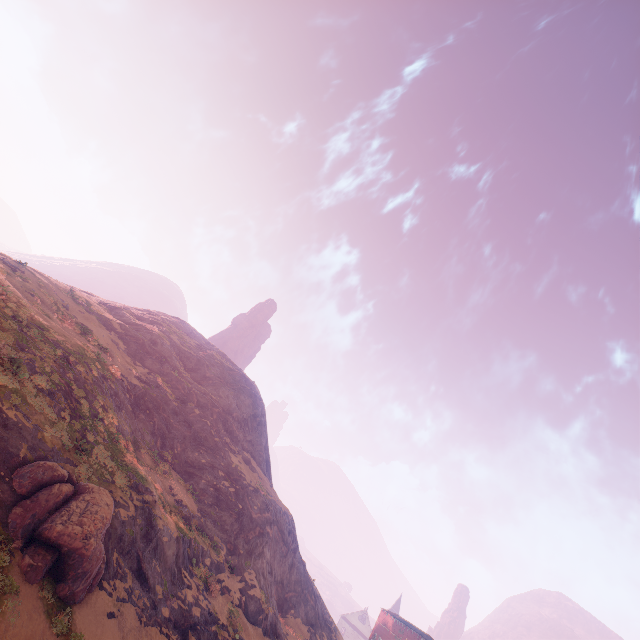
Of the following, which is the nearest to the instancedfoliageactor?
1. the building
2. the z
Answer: the z

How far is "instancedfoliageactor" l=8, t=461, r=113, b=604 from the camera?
12.3m

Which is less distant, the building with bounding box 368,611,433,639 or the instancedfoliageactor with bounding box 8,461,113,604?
the instancedfoliageactor with bounding box 8,461,113,604

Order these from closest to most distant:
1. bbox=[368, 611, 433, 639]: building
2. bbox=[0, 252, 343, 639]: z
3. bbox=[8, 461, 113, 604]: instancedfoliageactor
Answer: bbox=[8, 461, 113, 604]: instancedfoliageactor
bbox=[0, 252, 343, 639]: z
bbox=[368, 611, 433, 639]: building

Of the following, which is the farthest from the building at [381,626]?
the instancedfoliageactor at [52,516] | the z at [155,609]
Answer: the instancedfoliageactor at [52,516]

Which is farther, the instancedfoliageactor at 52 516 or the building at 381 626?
the building at 381 626

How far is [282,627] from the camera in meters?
28.5 m
